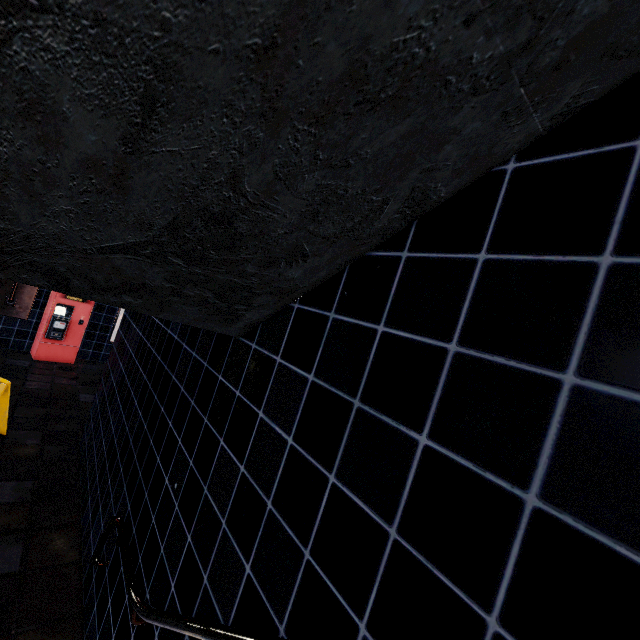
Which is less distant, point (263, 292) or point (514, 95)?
point (514, 95)
